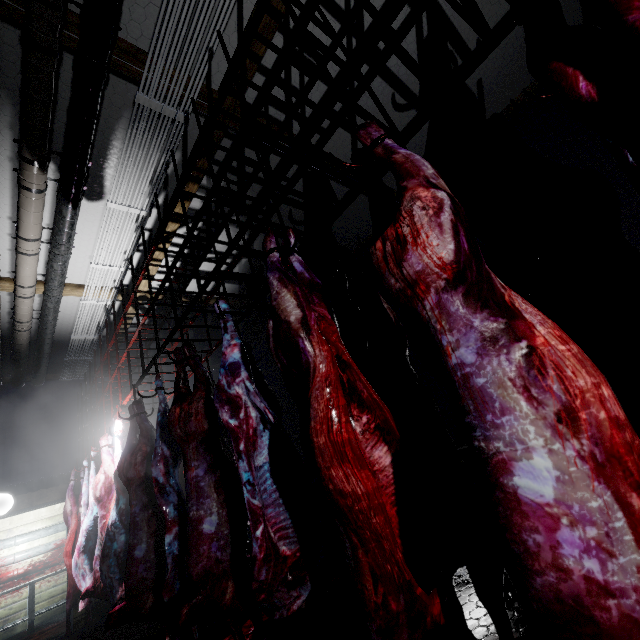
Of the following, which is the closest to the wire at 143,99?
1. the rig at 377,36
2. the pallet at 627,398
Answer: the rig at 377,36

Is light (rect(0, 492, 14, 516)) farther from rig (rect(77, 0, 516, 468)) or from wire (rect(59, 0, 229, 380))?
wire (rect(59, 0, 229, 380))

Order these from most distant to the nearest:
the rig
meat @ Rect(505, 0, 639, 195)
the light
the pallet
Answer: the light
the pallet
the rig
meat @ Rect(505, 0, 639, 195)

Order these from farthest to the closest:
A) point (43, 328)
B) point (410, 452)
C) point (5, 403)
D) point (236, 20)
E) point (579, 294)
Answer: point (5, 403) → point (43, 328) → point (579, 294) → point (236, 20) → point (410, 452)

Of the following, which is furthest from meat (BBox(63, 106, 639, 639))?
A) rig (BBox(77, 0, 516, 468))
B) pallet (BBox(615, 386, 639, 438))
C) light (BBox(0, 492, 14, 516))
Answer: light (BBox(0, 492, 14, 516))

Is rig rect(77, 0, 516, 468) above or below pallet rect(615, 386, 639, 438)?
above

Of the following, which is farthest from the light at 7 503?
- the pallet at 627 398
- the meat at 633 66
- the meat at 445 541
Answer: the meat at 633 66

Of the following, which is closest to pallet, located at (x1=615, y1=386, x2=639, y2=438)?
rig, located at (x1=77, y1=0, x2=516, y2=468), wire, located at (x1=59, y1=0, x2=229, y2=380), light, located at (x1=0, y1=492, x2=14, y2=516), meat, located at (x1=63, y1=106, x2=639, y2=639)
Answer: meat, located at (x1=63, y1=106, x2=639, y2=639)
